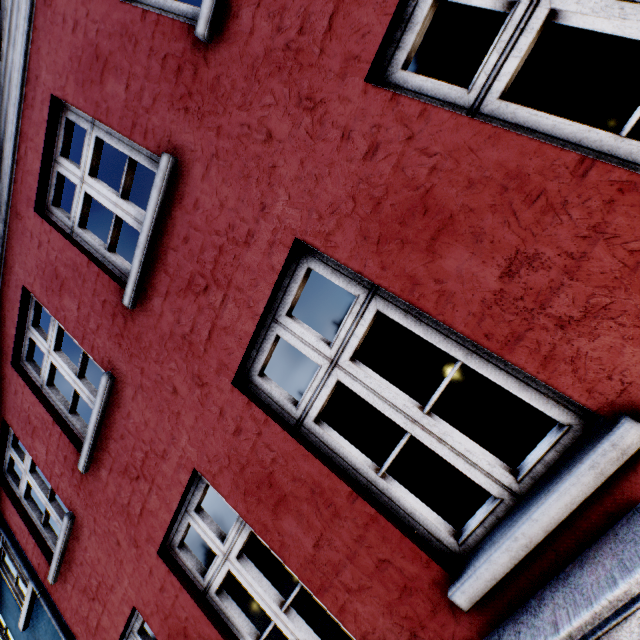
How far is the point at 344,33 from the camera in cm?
167
